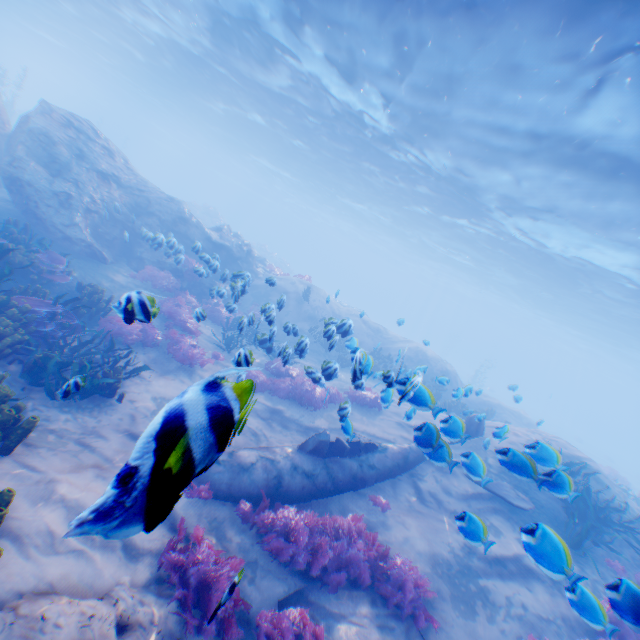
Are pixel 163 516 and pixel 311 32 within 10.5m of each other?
no

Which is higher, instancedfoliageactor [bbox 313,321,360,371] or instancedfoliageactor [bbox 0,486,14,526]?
instancedfoliageactor [bbox 313,321,360,371]

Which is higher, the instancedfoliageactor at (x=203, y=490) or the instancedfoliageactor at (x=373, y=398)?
the instancedfoliageactor at (x=373, y=398)

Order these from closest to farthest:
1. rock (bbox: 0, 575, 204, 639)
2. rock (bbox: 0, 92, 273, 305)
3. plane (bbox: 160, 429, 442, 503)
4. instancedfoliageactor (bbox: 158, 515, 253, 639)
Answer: plane (bbox: 160, 429, 442, 503) < rock (bbox: 0, 575, 204, 639) < instancedfoliageactor (bbox: 158, 515, 253, 639) < rock (bbox: 0, 92, 273, 305)

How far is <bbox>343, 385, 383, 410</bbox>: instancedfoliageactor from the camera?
12.5 meters

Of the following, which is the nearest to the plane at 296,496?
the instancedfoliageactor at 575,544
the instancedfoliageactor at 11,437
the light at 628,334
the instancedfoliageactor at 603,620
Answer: the instancedfoliageactor at 11,437

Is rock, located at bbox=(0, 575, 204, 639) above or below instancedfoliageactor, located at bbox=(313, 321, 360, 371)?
below

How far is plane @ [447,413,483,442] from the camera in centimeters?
535cm
